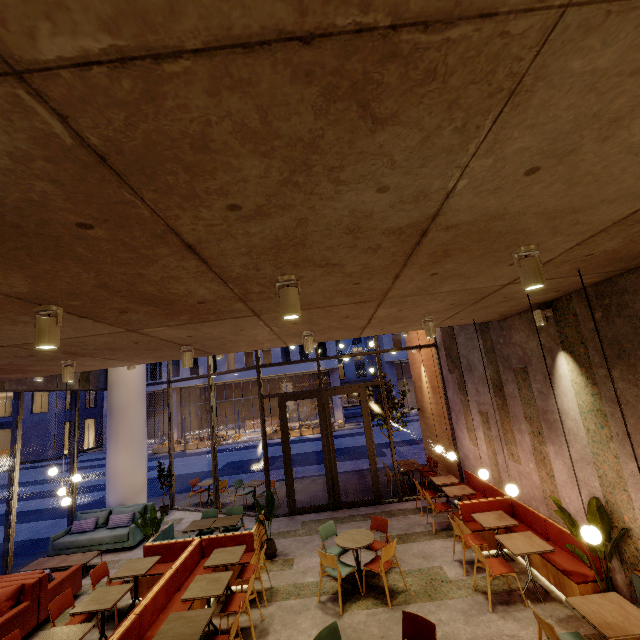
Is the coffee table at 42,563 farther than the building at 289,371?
No

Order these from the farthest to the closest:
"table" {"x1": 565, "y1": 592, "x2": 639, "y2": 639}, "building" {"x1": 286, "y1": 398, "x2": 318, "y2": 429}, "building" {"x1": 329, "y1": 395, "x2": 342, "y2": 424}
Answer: "building" {"x1": 286, "y1": 398, "x2": 318, "y2": 429}
"building" {"x1": 329, "y1": 395, "x2": 342, "y2": 424}
"table" {"x1": 565, "y1": 592, "x2": 639, "y2": 639}

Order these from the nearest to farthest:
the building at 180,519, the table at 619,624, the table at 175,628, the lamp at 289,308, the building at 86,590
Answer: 1. the lamp at 289,308
2. the table at 619,624
3. the table at 175,628
4. the building at 86,590
5. the building at 180,519

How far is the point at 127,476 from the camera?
10.5 meters

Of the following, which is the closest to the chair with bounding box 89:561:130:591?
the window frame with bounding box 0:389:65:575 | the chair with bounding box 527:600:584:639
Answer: the window frame with bounding box 0:389:65:575

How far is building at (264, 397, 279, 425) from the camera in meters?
41.0

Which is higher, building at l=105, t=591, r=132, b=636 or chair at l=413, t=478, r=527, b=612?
chair at l=413, t=478, r=527, b=612
